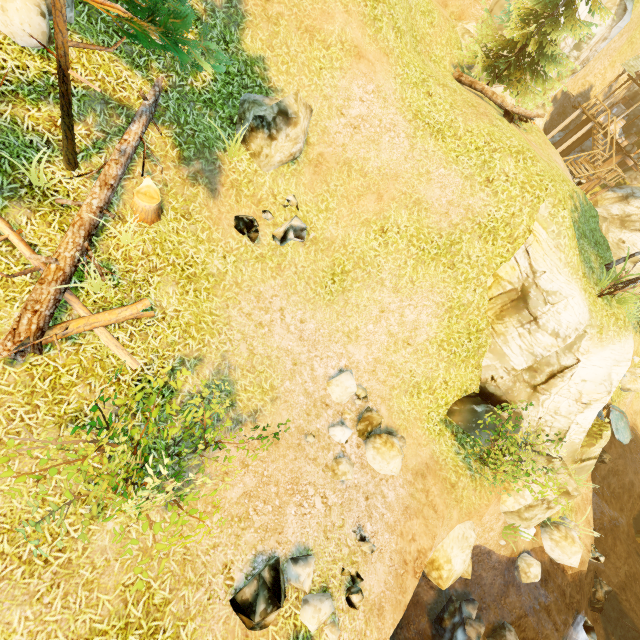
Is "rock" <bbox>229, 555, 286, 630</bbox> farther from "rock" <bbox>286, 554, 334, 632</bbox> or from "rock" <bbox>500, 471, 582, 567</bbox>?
"rock" <bbox>500, 471, 582, 567</bbox>

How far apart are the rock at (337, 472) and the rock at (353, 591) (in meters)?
1.71

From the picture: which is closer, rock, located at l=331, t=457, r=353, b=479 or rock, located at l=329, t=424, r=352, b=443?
rock, located at l=331, t=457, r=353, b=479

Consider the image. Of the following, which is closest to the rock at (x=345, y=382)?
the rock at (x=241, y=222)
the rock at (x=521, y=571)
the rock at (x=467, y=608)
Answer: the rock at (x=241, y=222)

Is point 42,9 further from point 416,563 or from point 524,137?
point 524,137

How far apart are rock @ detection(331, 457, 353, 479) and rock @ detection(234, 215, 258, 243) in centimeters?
590cm

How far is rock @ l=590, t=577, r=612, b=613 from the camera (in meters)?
15.00

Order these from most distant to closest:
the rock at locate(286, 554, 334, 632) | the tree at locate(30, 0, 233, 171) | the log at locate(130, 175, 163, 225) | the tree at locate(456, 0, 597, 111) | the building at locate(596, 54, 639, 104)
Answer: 1. the building at locate(596, 54, 639, 104)
2. the tree at locate(456, 0, 597, 111)
3. the log at locate(130, 175, 163, 225)
4. the rock at locate(286, 554, 334, 632)
5. the tree at locate(30, 0, 233, 171)
